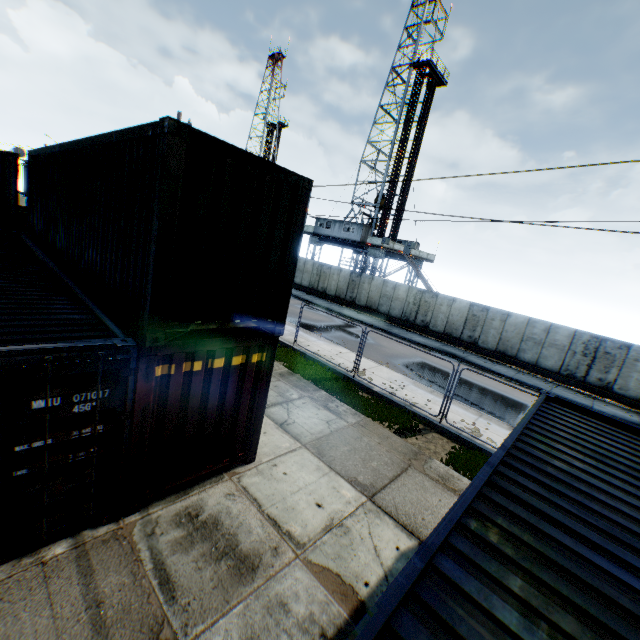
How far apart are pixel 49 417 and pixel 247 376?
3.0m

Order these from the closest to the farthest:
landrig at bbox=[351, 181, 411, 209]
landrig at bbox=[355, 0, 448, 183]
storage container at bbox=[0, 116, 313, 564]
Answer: storage container at bbox=[0, 116, 313, 564] → landrig at bbox=[355, 0, 448, 183] → landrig at bbox=[351, 181, 411, 209]

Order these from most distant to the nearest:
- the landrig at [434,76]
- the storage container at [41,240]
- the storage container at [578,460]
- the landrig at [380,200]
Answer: the landrig at [380,200]
the landrig at [434,76]
the storage container at [41,240]
the storage container at [578,460]

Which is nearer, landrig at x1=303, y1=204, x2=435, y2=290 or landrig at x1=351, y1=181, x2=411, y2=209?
landrig at x1=303, y1=204, x2=435, y2=290

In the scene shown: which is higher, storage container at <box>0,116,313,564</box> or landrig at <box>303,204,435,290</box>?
Answer: landrig at <box>303,204,435,290</box>

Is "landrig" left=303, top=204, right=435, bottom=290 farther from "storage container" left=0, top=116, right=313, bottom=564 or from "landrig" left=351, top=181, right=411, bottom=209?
"storage container" left=0, top=116, right=313, bottom=564

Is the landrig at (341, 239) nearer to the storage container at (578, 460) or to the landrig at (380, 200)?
the landrig at (380, 200)
